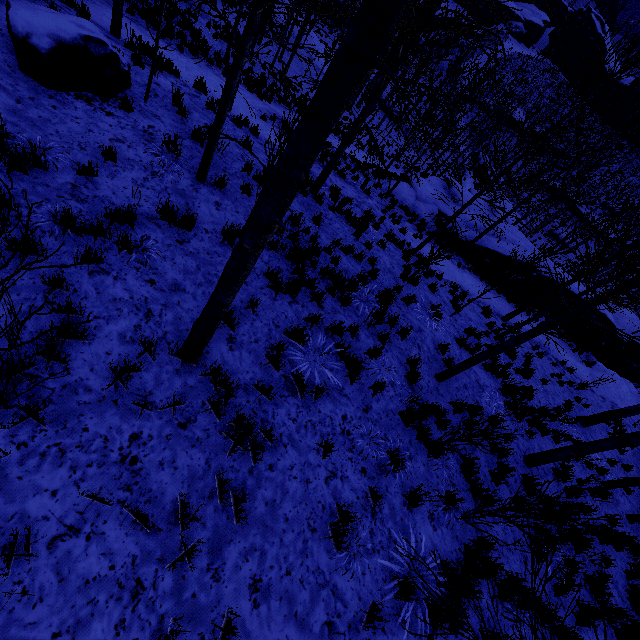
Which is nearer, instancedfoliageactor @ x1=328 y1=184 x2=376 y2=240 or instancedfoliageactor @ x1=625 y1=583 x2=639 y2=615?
instancedfoliageactor @ x1=625 y1=583 x2=639 y2=615

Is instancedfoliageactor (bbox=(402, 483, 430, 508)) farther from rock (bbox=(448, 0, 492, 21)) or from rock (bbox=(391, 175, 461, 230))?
rock (bbox=(448, 0, 492, 21))

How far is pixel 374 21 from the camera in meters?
1.6 m

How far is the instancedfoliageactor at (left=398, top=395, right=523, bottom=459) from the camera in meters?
5.1 m

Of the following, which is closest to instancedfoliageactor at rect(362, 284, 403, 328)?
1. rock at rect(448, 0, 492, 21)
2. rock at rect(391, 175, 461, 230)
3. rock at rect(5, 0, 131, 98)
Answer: rock at rect(5, 0, 131, 98)

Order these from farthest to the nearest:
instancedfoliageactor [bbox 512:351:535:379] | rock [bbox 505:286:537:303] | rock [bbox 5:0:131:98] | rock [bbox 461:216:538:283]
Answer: rock [bbox 505:286:537:303] < rock [bbox 461:216:538:283] < instancedfoliageactor [bbox 512:351:535:379] < rock [bbox 5:0:131:98]

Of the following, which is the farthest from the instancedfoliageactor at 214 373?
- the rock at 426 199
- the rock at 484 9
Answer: the rock at 484 9

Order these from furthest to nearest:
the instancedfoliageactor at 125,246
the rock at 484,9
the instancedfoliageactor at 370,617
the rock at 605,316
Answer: the rock at 484,9 → the rock at 605,316 → the instancedfoliageactor at 125,246 → the instancedfoliageactor at 370,617
